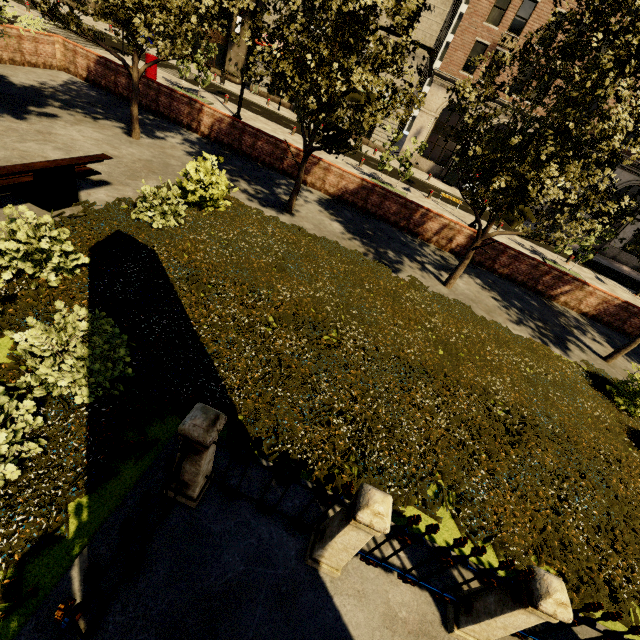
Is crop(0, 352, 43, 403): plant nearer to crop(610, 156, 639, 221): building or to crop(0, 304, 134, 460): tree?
crop(0, 304, 134, 460): tree

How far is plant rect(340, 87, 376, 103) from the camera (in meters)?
6.73

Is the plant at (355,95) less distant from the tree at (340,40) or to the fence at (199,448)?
the tree at (340,40)

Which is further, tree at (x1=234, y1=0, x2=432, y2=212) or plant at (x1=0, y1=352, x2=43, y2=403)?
tree at (x1=234, y1=0, x2=432, y2=212)

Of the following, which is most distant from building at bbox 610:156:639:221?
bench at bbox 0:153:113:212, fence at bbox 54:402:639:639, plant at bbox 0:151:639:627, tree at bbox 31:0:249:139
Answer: fence at bbox 54:402:639:639

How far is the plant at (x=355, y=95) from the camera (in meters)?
6.73

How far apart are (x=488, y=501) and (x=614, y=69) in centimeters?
827cm

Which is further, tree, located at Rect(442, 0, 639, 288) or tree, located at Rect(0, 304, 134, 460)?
tree, located at Rect(442, 0, 639, 288)
